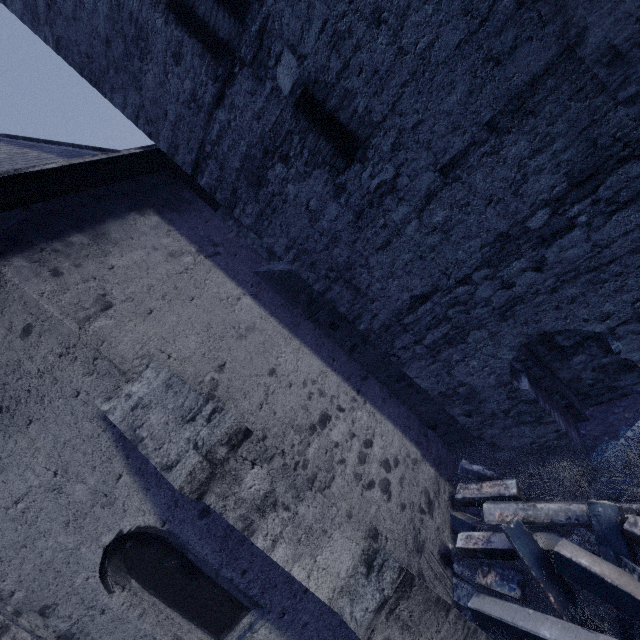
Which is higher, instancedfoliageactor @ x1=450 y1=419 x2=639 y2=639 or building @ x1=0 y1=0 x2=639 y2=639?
building @ x1=0 y1=0 x2=639 y2=639

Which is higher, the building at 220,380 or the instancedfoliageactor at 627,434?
the building at 220,380

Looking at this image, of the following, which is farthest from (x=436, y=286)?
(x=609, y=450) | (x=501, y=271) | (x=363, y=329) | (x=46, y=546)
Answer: (x=46, y=546)
